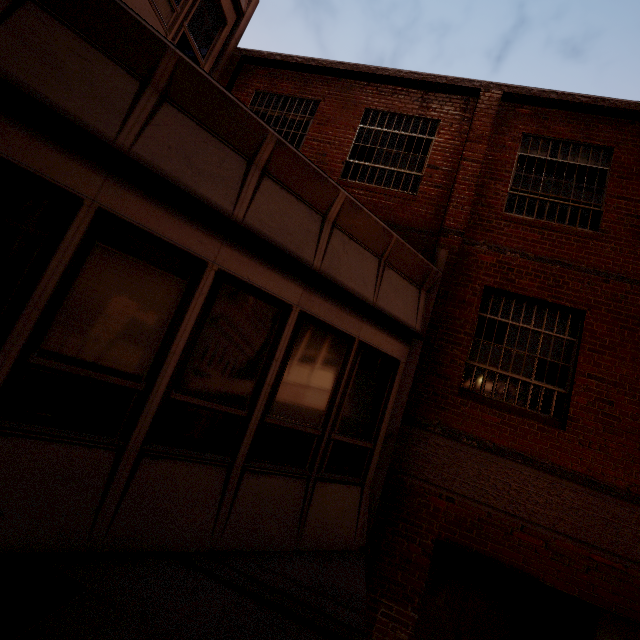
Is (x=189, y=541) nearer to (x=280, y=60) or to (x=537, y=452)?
(x=537, y=452)
